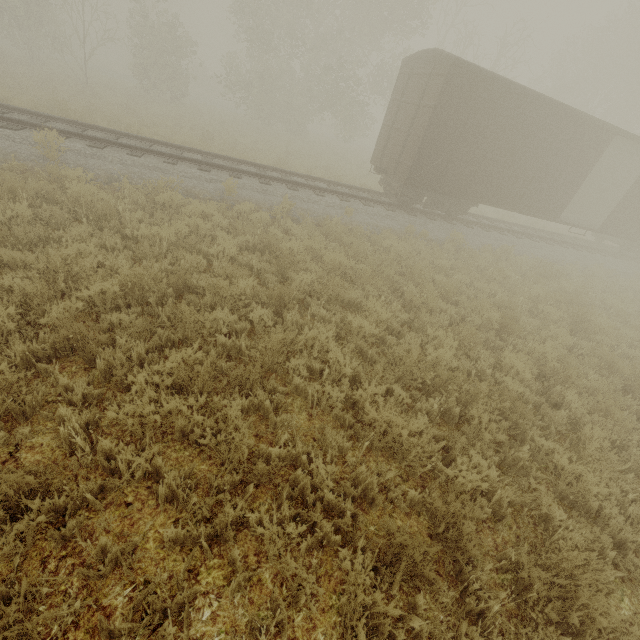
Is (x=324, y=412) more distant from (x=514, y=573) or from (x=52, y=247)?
(x=52, y=247)
